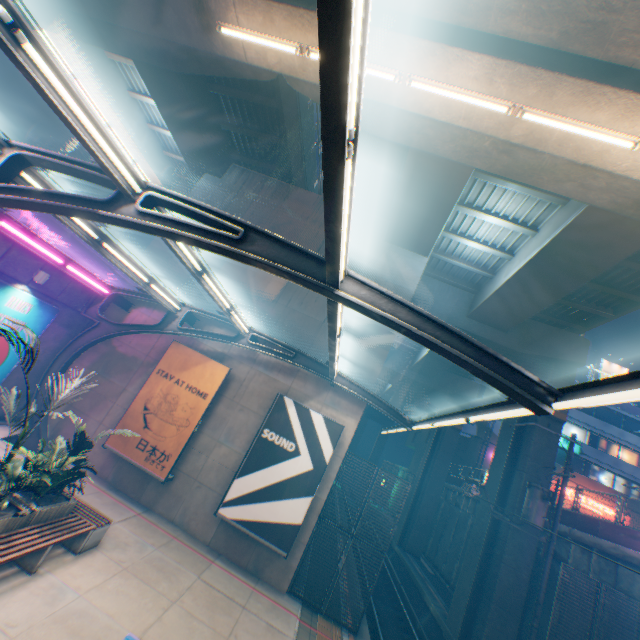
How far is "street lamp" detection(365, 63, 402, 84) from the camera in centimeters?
707cm

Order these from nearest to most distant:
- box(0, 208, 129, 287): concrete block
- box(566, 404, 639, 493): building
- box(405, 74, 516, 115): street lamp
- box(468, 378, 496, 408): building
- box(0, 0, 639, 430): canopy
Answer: box(0, 0, 639, 430): canopy, box(405, 74, 516, 115): street lamp, box(0, 208, 129, 287): concrete block, box(566, 404, 639, 493): building, box(468, 378, 496, 408): building

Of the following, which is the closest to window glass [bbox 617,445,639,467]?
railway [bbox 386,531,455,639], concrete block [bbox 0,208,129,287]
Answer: railway [bbox 386,531,455,639]

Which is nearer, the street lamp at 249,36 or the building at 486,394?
the street lamp at 249,36

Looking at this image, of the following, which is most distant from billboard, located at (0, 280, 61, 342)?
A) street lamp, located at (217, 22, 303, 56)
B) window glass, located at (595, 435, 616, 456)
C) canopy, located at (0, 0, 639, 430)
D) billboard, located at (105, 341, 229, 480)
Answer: window glass, located at (595, 435, 616, 456)

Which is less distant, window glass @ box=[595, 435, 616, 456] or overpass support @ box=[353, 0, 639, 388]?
overpass support @ box=[353, 0, 639, 388]

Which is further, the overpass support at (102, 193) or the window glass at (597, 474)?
the window glass at (597, 474)

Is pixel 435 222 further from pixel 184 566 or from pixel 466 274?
pixel 184 566
